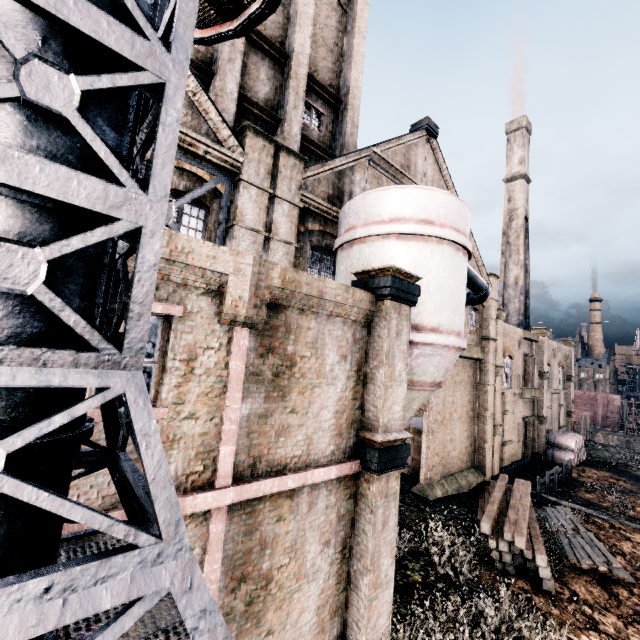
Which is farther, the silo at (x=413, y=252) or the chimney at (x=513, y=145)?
the chimney at (x=513, y=145)

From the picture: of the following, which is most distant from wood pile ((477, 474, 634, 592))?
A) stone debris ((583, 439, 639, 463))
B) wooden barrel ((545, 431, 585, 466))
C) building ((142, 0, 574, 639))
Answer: stone debris ((583, 439, 639, 463))

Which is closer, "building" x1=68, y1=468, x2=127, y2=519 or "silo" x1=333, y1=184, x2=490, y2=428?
"building" x1=68, y1=468, x2=127, y2=519

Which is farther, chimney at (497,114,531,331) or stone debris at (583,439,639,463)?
chimney at (497,114,531,331)

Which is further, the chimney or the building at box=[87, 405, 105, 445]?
the chimney

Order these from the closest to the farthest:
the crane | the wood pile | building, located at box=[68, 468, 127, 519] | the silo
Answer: the crane, building, located at box=[68, 468, 127, 519], the silo, the wood pile

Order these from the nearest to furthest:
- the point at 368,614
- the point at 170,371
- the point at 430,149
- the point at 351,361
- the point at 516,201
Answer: the point at 170,371 < the point at 368,614 < the point at 351,361 < the point at 430,149 < the point at 516,201

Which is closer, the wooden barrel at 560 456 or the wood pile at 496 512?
the wood pile at 496 512
